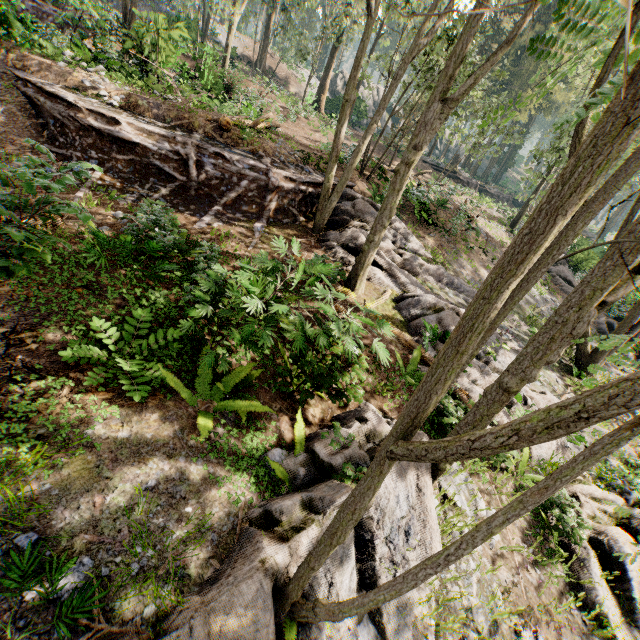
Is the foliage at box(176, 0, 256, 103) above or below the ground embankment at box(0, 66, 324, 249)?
above

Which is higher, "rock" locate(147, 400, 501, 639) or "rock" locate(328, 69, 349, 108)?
"rock" locate(328, 69, 349, 108)

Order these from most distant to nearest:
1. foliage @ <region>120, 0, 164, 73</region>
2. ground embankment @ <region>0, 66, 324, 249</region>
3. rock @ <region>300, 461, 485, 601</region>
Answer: foliage @ <region>120, 0, 164, 73</region> → ground embankment @ <region>0, 66, 324, 249</region> → rock @ <region>300, 461, 485, 601</region>

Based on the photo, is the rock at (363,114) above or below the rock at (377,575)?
above

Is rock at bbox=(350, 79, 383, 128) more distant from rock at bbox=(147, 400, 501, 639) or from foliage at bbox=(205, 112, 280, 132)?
rock at bbox=(147, 400, 501, 639)

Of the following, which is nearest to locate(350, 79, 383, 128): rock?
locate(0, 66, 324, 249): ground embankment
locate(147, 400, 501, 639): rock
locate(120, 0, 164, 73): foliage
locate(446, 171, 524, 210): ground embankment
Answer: locate(120, 0, 164, 73): foliage

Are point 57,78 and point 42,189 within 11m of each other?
yes

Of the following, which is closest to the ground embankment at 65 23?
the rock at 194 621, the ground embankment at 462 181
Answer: the rock at 194 621
